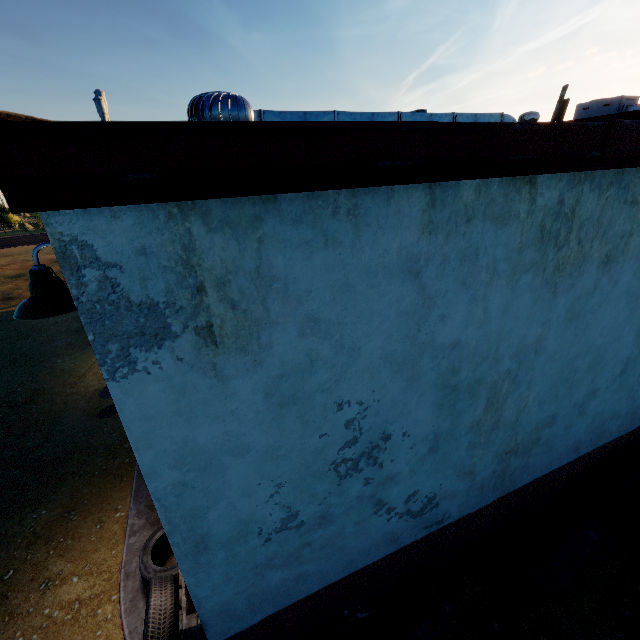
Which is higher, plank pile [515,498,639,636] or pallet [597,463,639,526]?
pallet [597,463,639,526]

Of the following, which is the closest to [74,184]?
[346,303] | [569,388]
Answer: [346,303]

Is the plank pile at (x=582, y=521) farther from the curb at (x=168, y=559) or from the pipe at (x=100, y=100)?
the pipe at (x=100, y=100)

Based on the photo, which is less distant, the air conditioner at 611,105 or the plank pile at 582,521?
the plank pile at 582,521

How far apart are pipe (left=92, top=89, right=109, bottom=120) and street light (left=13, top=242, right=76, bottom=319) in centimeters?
158cm

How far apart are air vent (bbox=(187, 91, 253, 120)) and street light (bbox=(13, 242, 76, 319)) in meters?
1.3 m

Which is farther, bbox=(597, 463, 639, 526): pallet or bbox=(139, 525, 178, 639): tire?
bbox=(597, 463, 639, 526): pallet

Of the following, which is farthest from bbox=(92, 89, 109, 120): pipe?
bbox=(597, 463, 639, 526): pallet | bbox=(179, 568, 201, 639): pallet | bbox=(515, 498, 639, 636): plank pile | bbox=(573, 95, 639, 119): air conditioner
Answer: bbox=(573, 95, 639, 119): air conditioner
